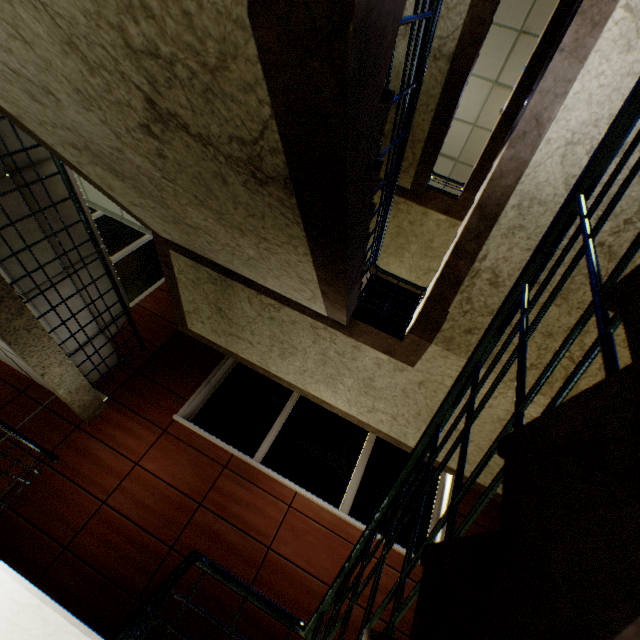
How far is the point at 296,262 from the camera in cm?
215

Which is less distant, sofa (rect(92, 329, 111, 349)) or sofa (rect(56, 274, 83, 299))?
sofa (rect(56, 274, 83, 299))

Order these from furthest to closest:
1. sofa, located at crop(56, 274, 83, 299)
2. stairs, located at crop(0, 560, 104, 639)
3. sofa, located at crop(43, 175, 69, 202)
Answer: sofa, located at crop(56, 274, 83, 299) < sofa, located at crop(43, 175, 69, 202) < stairs, located at crop(0, 560, 104, 639)

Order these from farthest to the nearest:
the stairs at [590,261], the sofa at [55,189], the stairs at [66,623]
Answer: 1. the sofa at [55,189]
2. the stairs at [66,623]
3. the stairs at [590,261]

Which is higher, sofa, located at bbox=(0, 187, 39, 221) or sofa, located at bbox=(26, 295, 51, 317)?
sofa, located at bbox=(0, 187, 39, 221)

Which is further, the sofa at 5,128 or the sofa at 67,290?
the sofa at 67,290

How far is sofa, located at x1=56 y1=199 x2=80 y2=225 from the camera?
3.2 meters
